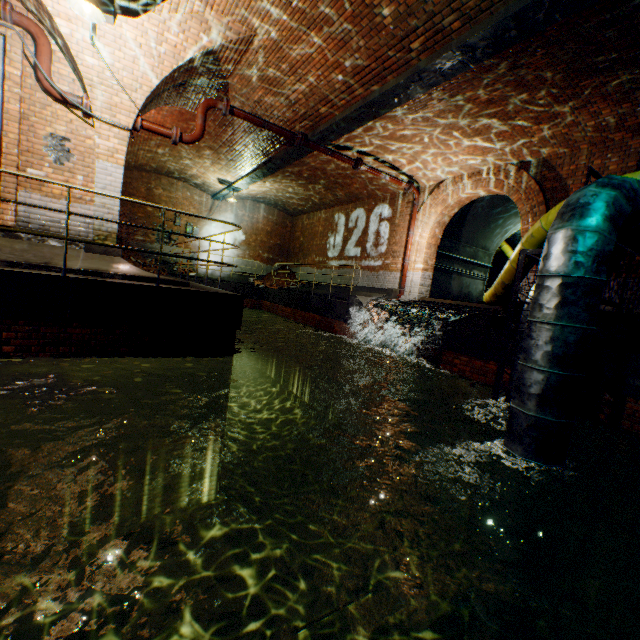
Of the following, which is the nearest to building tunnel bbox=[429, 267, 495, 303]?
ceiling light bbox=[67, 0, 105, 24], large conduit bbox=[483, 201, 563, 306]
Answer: large conduit bbox=[483, 201, 563, 306]

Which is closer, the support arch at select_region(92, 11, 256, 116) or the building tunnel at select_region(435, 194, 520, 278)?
the support arch at select_region(92, 11, 256, 116)

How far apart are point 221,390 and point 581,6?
7.8m

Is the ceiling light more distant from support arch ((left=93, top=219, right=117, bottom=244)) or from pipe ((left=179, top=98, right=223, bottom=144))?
pipe ((left=179, top=98, right=223, bottom=144))

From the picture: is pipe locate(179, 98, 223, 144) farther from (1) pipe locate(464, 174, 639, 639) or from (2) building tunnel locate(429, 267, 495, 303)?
(2) building tunnel locate(429, 267, 495, 303)

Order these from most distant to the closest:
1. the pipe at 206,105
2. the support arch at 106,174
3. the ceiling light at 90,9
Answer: the pipe at 206,105 → the support arch at 106,174 → the ceiling light at 90,9

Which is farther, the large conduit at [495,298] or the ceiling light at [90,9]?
the large conduit at [495,298]
